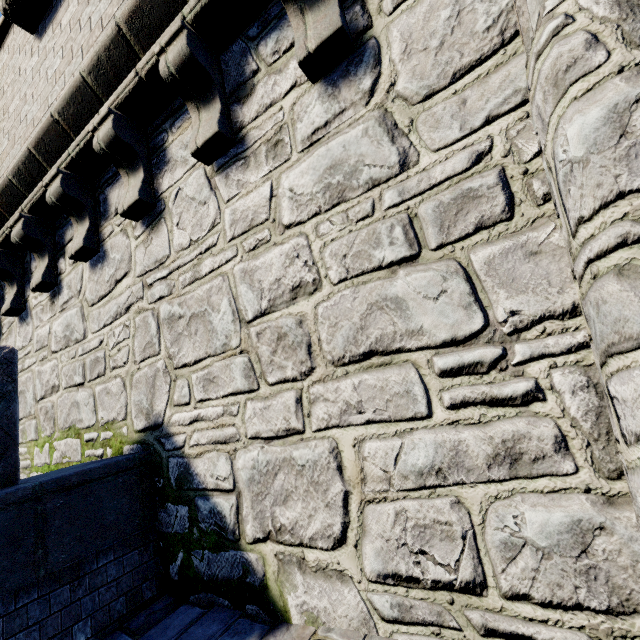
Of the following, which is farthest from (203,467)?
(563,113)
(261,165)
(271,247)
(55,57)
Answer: (55,57)
